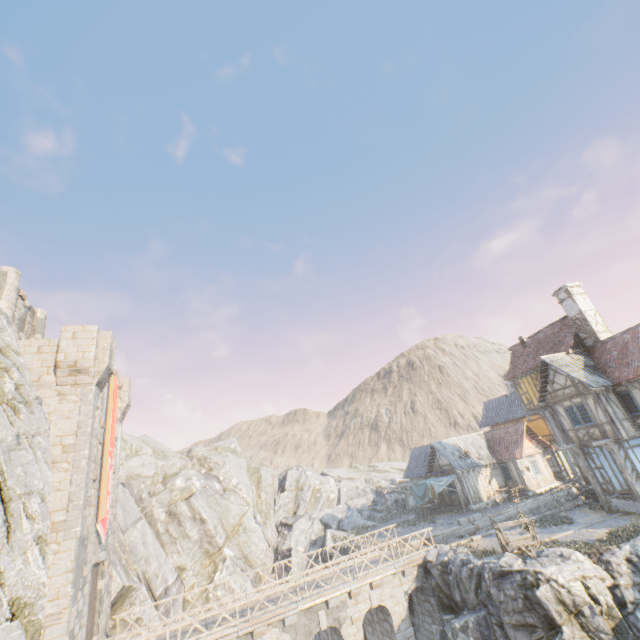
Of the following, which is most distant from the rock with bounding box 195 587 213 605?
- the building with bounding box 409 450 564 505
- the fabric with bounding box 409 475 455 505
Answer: the fabric with bounding box 409 475 455 505

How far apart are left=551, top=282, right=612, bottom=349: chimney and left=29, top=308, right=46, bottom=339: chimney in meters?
37.6 m

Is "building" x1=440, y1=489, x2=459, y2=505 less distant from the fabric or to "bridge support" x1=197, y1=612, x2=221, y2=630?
the fabric

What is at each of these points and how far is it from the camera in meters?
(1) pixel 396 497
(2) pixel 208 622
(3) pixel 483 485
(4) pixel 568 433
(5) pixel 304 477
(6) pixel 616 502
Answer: (1) rock, 40.7 m
(2) bridge support, 16.7 m
(3) building, 31.4 m
(4) building, 22.4 m
(5) rock, 41.1 m
(6) stone foundation, 20.0 m

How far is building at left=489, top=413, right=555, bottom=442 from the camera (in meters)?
33.53

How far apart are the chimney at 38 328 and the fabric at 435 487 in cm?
3212

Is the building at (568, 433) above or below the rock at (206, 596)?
above

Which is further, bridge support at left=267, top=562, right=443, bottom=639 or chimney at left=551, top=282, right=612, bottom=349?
chimney at left=551, top=282, right=612, bottom=349
